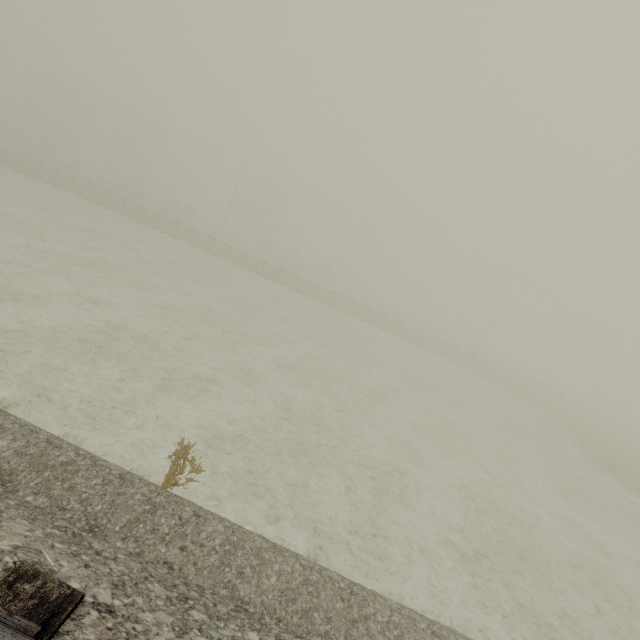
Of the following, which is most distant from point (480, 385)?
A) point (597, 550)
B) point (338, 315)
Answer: point (597, 550)
